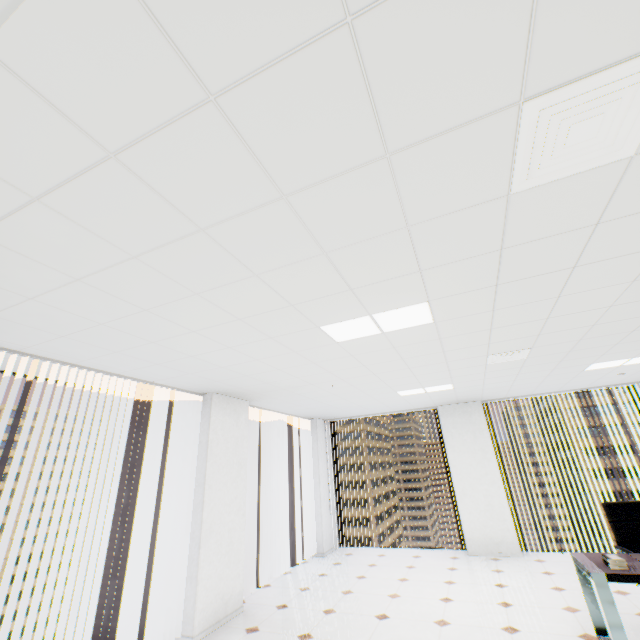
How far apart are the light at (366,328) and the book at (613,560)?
3.0m

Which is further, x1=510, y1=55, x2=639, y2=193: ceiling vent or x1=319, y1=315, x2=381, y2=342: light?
x1=319, y1=315, x2=381, y2=342: light

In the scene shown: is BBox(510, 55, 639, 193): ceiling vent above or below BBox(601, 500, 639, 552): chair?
above

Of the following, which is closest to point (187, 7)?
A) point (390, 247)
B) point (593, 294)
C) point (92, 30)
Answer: point (92, 30)

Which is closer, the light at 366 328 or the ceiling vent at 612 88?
the ceiling vent at 612 88

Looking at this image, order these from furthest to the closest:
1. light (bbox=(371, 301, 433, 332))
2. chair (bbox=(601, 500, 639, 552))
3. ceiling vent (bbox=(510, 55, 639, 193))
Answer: chair (bbox=(601, 500, 639, 552))
light (bbox=(371, 301, 433, 332))
ceiling vent (bbox=(510, 55, 639, 193))

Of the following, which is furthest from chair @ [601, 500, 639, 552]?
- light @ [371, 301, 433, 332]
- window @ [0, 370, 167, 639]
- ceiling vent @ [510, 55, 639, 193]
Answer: window @ [0, 370, 167, 639]

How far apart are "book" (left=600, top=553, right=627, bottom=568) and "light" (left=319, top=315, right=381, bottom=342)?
3.0m
